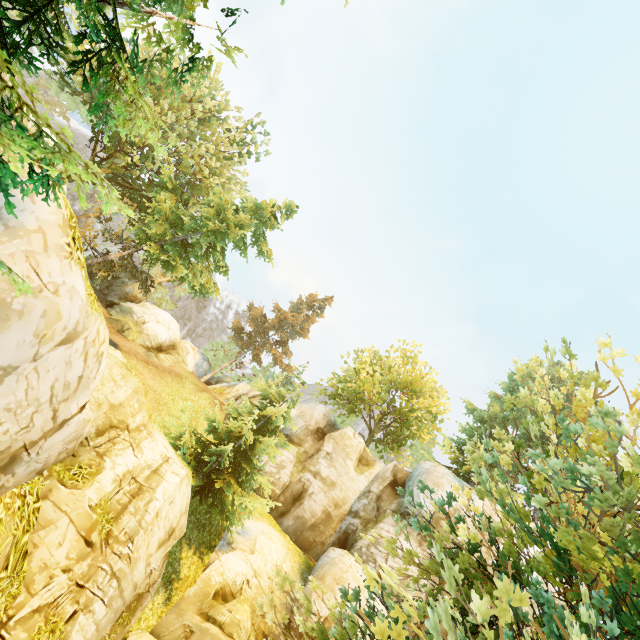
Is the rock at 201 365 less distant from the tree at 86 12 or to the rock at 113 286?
the tree at 86 12

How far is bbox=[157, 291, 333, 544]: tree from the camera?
15.86m

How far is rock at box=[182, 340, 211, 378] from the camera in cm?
3512

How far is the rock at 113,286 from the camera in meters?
26.6 m

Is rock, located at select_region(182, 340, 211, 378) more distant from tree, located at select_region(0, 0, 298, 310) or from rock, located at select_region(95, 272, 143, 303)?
rock, located at select_region(95, 272, 143, 303)

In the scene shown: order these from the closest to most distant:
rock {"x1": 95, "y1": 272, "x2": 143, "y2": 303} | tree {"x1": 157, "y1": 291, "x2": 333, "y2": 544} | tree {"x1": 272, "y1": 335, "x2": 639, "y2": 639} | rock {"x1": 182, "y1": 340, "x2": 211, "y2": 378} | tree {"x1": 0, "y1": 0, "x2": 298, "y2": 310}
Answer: tree {"x1": 0, "y1": 0, "x2": 298, "y2": 310}
tree {"x1": 272, "y1": 335, "x2": 639, "y2": 639}
tree {"x1": 157, "y1": 291, "x2": 333, "y2": 544}
rock {"x1": 95, "y1": 272, "x2": 143, "y2": 303}
rock {"x1": 182, "y1": 340, "x2": 211, "y2": 378}

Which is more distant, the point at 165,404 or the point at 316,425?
the point at 316,425

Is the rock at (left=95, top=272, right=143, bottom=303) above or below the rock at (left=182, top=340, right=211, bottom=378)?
below
